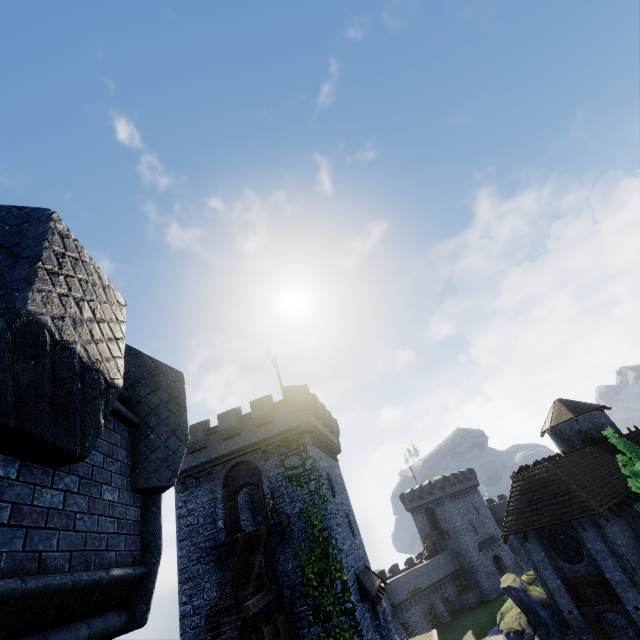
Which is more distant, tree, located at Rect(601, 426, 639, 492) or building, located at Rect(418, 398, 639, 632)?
tree, located at Rect(601, 426, 639, 492)

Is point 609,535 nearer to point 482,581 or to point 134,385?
point 134,385

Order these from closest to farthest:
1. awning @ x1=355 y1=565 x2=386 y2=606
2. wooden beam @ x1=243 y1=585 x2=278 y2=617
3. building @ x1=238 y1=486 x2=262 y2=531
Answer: wooden beam @ x1=243 y1=585 x2=278 y2=617 < awning @ x1=355 y1=565 x2=386 y2=606 < building @ x1=238 y1=486 x2=262 y2=531

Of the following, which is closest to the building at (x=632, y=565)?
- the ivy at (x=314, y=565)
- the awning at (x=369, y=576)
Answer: the awning at (x=369, y=576)

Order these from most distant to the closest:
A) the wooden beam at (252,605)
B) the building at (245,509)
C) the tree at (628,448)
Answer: the building at (245,509)
the tree at (628,448)
the wooden beam at (252,605)

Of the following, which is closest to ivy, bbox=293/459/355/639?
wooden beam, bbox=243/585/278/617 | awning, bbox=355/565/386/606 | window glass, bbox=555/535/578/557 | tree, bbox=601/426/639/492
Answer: wooden beam, bbox=243/585/278/617

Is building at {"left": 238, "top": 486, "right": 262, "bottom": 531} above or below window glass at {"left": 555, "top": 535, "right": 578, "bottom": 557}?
above

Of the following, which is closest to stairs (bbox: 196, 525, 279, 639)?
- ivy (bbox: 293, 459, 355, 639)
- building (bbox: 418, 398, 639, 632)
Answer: ivy (bbox: 293, 459, 355, 639)
